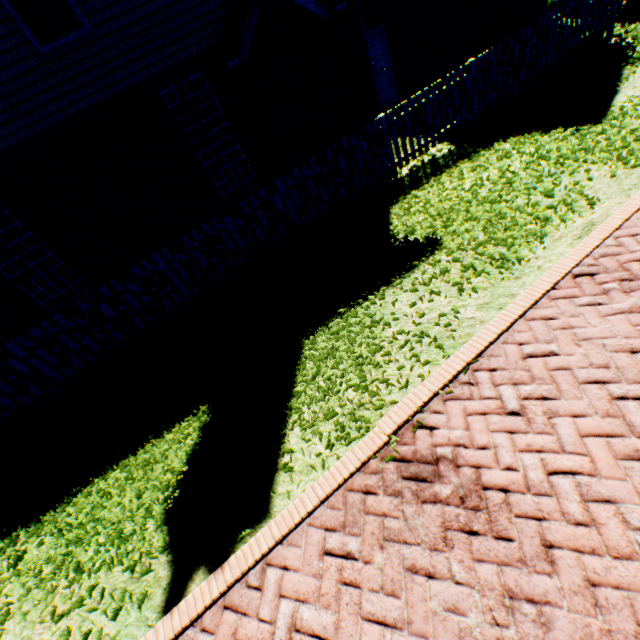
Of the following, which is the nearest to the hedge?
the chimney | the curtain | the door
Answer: the door

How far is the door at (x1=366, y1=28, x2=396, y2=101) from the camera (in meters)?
11.22

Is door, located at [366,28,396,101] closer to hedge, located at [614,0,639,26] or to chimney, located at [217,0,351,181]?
chimney, located at [217,0,351,181]

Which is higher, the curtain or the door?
the curtain

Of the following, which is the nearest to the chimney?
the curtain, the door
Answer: the curtain

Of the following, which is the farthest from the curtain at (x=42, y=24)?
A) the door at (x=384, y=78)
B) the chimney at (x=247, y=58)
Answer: the door at (x=384, y=78)

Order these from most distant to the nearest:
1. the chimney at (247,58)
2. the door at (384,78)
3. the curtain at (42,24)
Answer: the door at (384,78)
the chimney at (247,58)
the curtain at (42,24)

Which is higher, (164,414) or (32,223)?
(32,223)
